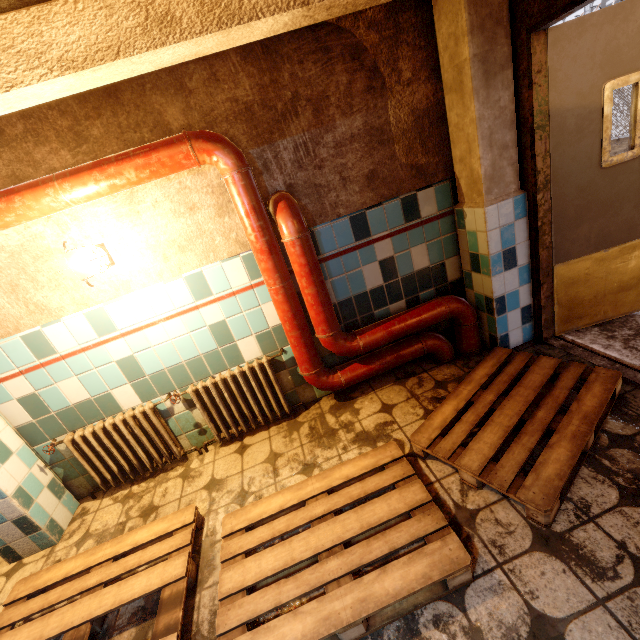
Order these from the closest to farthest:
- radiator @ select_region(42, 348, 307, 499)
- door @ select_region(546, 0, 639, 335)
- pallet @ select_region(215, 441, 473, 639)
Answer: pallet @ select_region(215, 441, 473, 639) → door @ select_region(546, 0, 639, 335) → radiator @ select_region(42, 348, 307, 499)

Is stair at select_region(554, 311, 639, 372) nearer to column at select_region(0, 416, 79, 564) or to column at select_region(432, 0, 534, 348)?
column at select_region(432, 0, 534, 348)

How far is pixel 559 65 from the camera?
2.01m

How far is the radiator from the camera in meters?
2.5 m

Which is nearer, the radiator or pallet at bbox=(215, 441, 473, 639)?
pallet at bbox=(215, 441, 473, 639)

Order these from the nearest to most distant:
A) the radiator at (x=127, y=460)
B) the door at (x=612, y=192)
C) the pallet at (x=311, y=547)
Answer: the pallet at (x=311, y=547), the door at (x=612, y=192), the radiator at (x=127, y=460)

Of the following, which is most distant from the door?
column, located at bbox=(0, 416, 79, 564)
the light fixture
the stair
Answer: column, located at bbox=(0, 416, 79, 564)

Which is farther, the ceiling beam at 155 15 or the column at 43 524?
the column at 43 524
